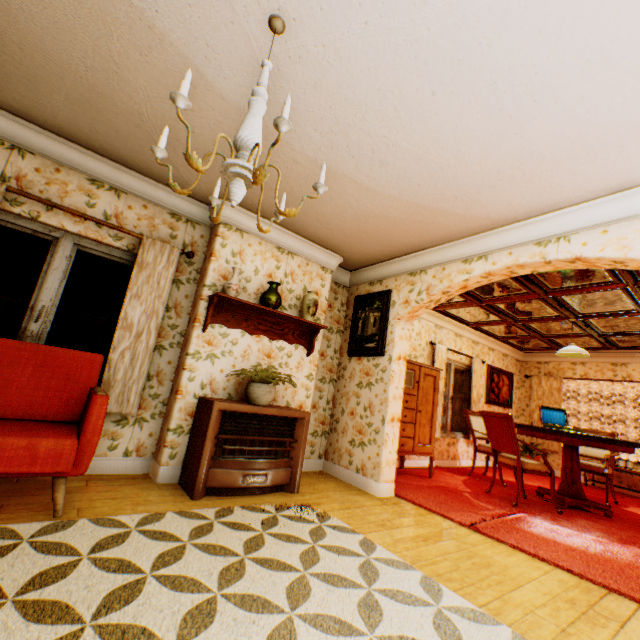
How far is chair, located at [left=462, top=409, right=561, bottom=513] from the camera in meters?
4.5

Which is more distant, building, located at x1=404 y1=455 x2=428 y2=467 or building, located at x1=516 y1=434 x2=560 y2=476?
building, located at x1=516 y1=434 x2=560 y2=476

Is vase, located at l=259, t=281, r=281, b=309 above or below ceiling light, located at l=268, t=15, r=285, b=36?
below

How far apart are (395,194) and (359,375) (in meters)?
2.61

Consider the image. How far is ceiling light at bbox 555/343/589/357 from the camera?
5.5 meters

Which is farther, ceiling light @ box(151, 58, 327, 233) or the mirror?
the mirror

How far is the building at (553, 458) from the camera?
8.2 meters

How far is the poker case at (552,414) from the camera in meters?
5.4 m
